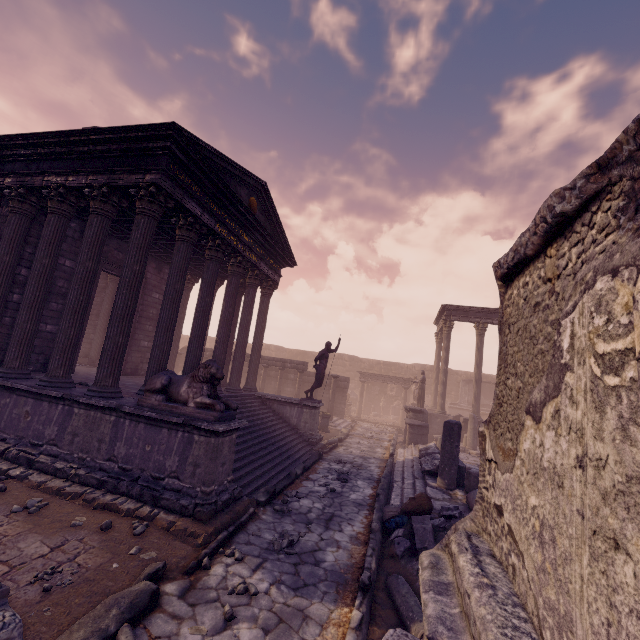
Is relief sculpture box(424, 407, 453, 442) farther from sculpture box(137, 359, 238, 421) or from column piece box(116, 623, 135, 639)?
sculpture box(137, 359, 238, 421)

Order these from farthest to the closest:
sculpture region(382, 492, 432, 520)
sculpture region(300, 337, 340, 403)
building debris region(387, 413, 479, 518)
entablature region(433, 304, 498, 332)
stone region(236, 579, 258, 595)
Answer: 1. entablature region(433, 304, 498, 332)
2. sculpture region(300, 337, 340, 403)
3. building debris region(387, 413, 479, 518)
4. sculpture region(382, 492, 432, 520)
5. stone region(236, 579, 258, 595)

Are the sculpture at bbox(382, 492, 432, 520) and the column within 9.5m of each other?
no

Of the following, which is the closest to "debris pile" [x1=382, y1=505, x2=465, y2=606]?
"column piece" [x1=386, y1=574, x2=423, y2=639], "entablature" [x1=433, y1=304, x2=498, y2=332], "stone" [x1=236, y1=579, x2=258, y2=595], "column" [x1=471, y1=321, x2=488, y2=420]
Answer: "column piece" [x1=386, y1=574, x2=423, y2=639]

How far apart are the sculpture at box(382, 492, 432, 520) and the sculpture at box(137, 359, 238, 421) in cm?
379

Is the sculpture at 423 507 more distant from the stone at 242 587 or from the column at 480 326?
the column at 480 326

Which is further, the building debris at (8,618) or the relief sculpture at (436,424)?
the relief sculpture at (436,424)

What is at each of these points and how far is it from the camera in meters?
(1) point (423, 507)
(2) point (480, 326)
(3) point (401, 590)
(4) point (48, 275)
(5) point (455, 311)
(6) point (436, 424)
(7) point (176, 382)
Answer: (1) sculpture, 6.7 m
(2) column, 18.8 m
(3) column piece, 4.5 m
(4) building, 8.2 m
(5) entablature, 19.4 m
(6) relief sculpture, 18.0 m
(7) sculpture, 6.4 m
